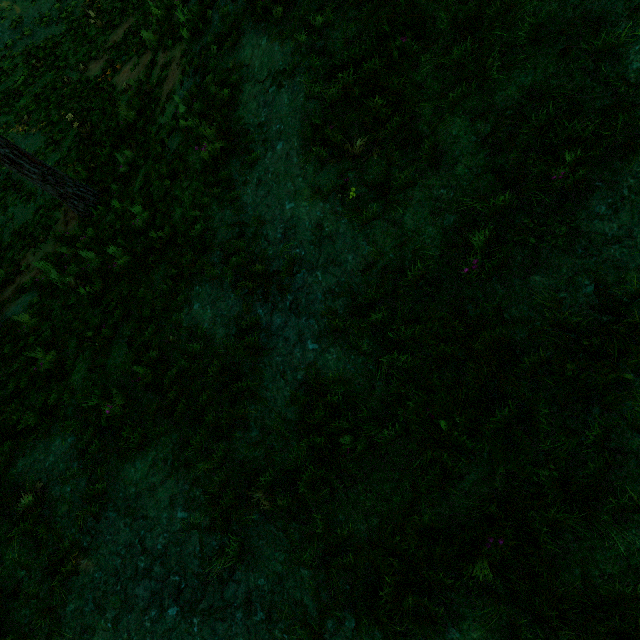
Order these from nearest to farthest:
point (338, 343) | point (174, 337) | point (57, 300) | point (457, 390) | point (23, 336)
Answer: point (457, 390)
point (338, 343)
point (174, 337)
point (23, 336)
point (57, 300)
